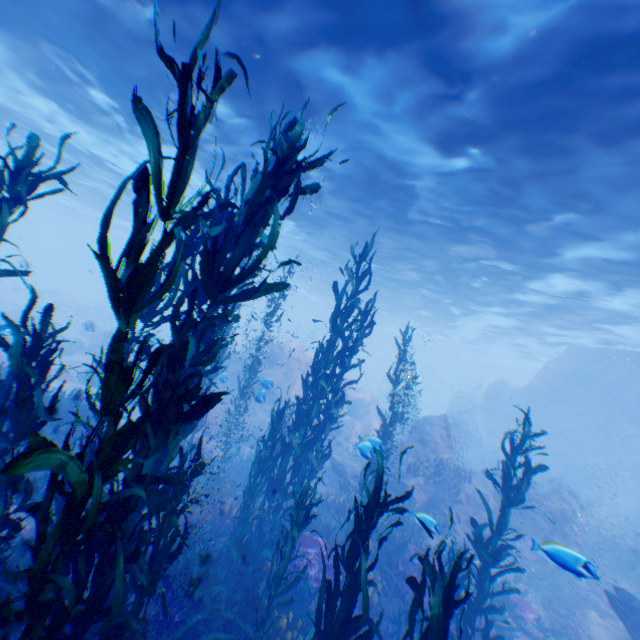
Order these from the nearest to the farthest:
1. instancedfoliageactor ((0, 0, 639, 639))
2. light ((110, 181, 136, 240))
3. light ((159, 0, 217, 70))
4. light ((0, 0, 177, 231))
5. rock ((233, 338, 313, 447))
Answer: instancedfoliageactor ((0, 0, 639, 639))
light ((159, 0, 217, 70))
light ((0, 0, 177, 231))
rock ((233, 338, 313, 447))
light ((110, 181, 136, 240))

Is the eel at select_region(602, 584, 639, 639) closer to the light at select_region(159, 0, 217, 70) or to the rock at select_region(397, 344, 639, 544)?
the rock at select_region(397, 344, 639, 544)

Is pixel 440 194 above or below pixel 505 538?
above

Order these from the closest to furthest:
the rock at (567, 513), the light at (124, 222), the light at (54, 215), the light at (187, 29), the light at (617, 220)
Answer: the rock at (567, 513), the light at (617, 220), the light at (187, 29), the light at (54, 215), the light at (124, 222)

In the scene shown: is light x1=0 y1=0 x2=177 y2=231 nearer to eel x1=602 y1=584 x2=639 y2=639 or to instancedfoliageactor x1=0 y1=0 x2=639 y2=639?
instancedfoliageactor x1=0 y1=0 x2=639 y2=639

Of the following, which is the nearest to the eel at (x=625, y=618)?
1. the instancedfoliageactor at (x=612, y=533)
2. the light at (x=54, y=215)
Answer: the instancedfoliageactor at (x=612, y=533)

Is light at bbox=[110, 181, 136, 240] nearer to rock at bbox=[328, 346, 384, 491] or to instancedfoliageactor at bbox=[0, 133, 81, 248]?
rock at bbox=[328, 346, 384, 491]
